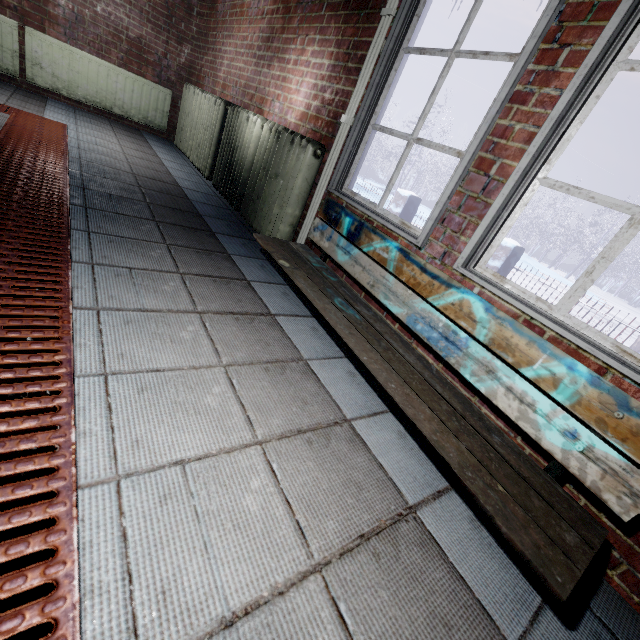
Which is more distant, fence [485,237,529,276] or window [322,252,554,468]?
fence [485,237,529,276]

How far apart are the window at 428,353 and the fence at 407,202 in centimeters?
375cm

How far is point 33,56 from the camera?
3.8 meters

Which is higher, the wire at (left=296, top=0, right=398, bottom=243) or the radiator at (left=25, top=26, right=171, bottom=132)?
the wire at (left=296, top=0, right=398, bottom=243)

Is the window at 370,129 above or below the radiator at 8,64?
above

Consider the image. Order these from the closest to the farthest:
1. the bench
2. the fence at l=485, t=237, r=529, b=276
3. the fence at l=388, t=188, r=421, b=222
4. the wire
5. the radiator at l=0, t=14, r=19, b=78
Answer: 1. the bench
2. the wire
3. the radiator at l=0, t=14, r=19, b=78
4. the fence at l=485, t=237, r=529, b=276
5. the fence at l=388, t=188, r=421, b=222

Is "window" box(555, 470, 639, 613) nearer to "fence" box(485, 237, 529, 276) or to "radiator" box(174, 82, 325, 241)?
"radiator" box(174, 82, 325, 241)

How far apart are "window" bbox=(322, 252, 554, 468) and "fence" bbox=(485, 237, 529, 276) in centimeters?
375cm
